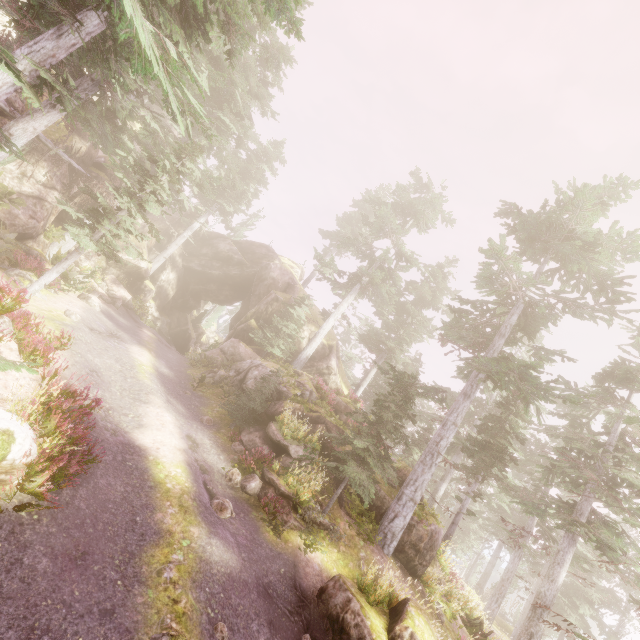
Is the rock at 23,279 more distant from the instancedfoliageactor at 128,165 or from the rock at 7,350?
the rock at 7,350

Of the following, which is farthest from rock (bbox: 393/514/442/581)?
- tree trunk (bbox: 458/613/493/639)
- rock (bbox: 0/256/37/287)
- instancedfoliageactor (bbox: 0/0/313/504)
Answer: tree trunk (bbox: 458/613/493/639)

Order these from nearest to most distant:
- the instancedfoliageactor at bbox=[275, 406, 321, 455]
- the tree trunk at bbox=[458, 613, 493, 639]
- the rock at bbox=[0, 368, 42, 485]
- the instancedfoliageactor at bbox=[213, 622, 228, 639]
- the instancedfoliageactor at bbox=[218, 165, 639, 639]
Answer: the rock at bbox=[0, 368, 42, 485] → the instancedfoliageactor at bbox=[213, 622, 228, 639] → the instancedfoliageactor at bbox=[218, 165, 639, 639] → the instancedfoliageactor at bbox=[275, 406, 321, 455] → the tree trunk at bbox=[458, 613, 493, 639]

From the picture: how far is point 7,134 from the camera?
13.96m

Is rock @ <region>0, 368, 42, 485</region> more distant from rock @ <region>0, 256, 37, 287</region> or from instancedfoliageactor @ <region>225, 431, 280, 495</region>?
rock @ <region>0, 256, 37, 287</region>

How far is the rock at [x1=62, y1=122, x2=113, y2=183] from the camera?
21.8m

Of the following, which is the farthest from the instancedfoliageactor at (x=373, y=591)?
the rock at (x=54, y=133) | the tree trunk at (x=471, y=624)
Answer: the tree trunk at (x=471, y=624)
